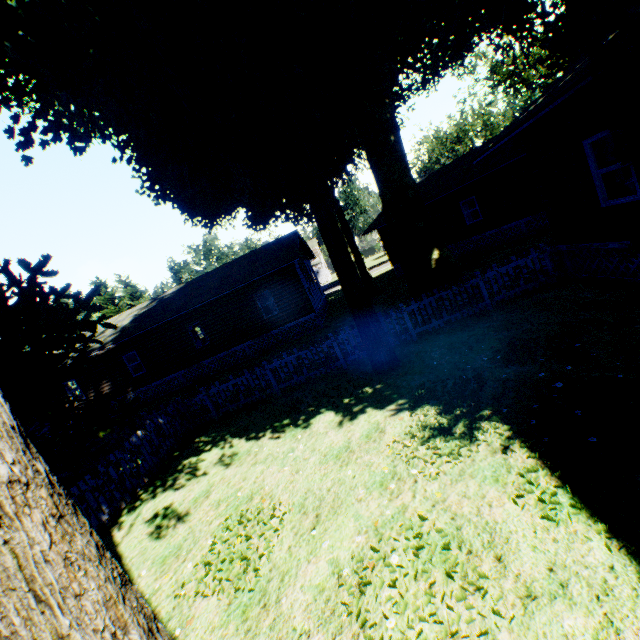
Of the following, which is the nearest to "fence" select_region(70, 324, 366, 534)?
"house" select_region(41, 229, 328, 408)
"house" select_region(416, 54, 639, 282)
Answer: "house" select_region(41, 229, 328, 408)

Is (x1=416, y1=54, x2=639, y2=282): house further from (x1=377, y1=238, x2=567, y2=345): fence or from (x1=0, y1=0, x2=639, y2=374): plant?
(x1=377, y1=238, x2=567, y2=345): fence

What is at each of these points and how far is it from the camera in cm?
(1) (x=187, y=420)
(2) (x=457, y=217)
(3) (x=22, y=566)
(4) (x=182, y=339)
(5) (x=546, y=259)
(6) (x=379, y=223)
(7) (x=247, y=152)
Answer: (1) fence, 1146
(2) house, 2184
(3) plant, 227
(4) house, 2084
(5) fence, 980
(6) house, 2552
(7) plant, 1239

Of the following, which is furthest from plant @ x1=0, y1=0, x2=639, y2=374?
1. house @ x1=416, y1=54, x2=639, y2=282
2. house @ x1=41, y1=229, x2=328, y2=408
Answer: house @ x1=41, y1=229, x2=328, y2=408

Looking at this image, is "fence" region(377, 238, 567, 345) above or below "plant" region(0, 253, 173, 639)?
below

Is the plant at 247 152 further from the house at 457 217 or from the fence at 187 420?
the house at 457 217

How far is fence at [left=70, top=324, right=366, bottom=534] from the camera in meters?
7.6
